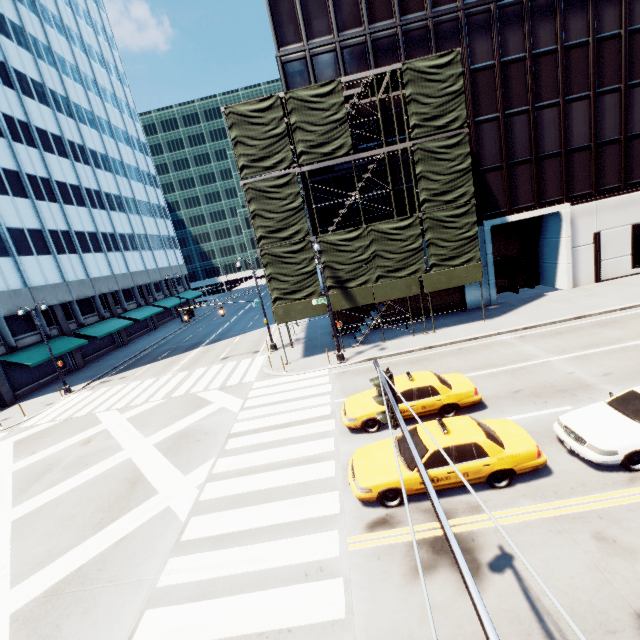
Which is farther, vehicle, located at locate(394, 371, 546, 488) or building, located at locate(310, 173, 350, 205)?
building, located at locate(310, 173, 350, 205)

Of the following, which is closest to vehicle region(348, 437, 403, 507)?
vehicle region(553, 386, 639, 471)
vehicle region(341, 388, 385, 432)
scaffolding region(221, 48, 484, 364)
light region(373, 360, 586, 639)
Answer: vehicle region(553, 386, 639, 471)

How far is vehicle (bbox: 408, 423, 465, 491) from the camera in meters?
8.5

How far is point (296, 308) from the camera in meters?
20.7 m

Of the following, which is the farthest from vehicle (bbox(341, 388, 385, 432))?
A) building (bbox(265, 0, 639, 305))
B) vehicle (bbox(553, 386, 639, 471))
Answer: building (bbox(265, 0, 639, 305))

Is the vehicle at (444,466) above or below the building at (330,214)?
below

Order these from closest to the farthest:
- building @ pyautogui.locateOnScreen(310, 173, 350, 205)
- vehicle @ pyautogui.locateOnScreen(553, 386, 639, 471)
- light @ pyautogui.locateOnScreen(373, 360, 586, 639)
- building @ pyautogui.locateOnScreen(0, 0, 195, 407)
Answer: light @ pyautogui.locateOnScreen(373, 360, 586, 639) < vehicle @ pyautogui.locateOnScreen(553, 386, 639, 471) < building @ pyautogui.locateOnScreen(310, 173, 350, 205) < building @ pyautogui.locateOnScreen(0, 0, 195, 407)

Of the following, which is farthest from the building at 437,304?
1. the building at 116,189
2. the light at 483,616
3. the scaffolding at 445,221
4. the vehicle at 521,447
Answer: the building at 116,189
